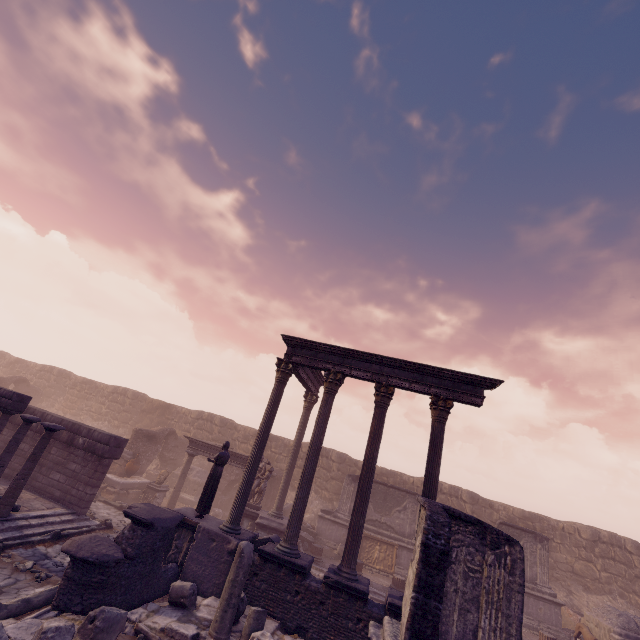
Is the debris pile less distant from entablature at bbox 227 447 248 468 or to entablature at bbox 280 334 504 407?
entablature at bbox 227 447 248 468

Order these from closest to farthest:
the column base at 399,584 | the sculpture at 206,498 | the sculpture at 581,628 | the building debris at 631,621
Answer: the sculpture at 206,498
the sculpture at 581,628
the building debris at 631,621
the column base at 399,584

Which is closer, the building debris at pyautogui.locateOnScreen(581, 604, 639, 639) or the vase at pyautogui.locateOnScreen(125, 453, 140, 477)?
the building debris at pyautogui.locateOnScreen(581, 604, 639, 639)

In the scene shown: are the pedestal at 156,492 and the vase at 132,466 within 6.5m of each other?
yes

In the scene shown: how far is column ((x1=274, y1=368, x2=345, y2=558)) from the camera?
9.3m

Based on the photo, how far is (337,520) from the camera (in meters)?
16.39

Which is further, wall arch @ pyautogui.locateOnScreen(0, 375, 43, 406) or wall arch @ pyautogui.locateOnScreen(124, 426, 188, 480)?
wall arch @ pyautogui.locateOnScreen(0, 375, 43, 406)

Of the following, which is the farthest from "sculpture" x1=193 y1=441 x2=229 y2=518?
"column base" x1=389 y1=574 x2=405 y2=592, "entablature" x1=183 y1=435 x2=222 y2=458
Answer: "column base" x1=389 y1=574 x2=405 y2=592
